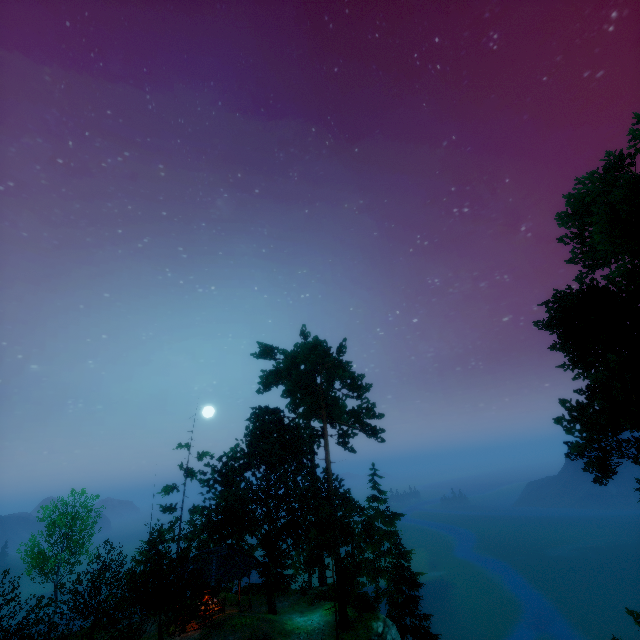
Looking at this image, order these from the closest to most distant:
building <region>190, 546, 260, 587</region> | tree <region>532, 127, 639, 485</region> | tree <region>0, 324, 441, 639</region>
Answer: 1. tree <region>532, 127, 639, 485</region>
2. tree <region>0, 324, 441, 639</region>
3. building <region>190, 546, 260, 587</region>

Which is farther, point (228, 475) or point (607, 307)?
point (228, 475)

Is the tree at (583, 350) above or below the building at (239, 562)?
above

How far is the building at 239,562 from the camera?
24.8m

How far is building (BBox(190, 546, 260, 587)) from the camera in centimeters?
2481cm

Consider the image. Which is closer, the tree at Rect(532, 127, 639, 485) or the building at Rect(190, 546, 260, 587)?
the tree at Rect(532, 127, 639, 485)

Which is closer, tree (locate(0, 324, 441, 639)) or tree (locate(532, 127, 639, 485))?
tree (locate(532, 127, 639, 485))
